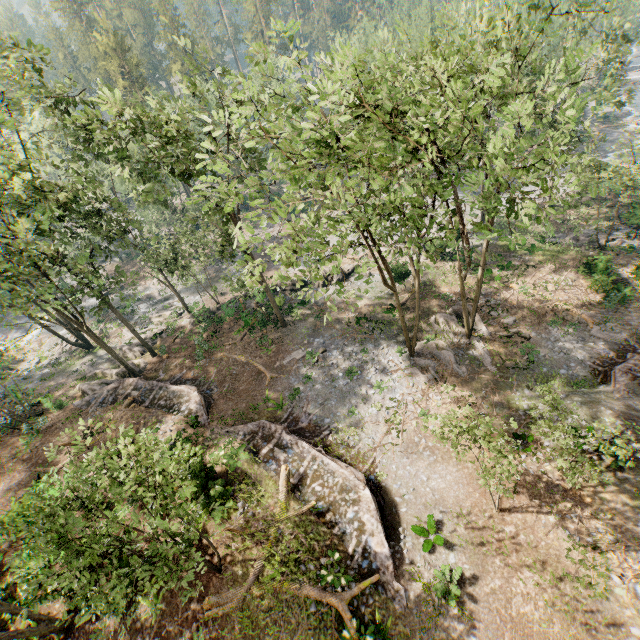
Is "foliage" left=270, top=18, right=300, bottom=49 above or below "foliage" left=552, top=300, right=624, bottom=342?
above

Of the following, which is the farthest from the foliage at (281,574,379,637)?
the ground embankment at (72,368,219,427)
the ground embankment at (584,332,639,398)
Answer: the ground embankment at (584,332,639,398)

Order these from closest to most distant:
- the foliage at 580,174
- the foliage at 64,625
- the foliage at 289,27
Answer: the foliage at 64,625 → the foliage at 580,174 → the foliage at 289,27

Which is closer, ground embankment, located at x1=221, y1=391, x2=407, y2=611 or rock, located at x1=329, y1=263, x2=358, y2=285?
ground embankment, located at x1=221, y1=391, x2=407, y2=611

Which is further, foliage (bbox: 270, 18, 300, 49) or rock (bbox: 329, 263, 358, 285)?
rock (bbox: 329, 263, 358, 285)

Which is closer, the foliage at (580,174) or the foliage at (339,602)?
the foliage at (580,174)

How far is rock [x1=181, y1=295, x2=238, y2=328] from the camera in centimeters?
3122cm

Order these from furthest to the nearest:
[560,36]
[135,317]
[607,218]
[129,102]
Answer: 1. [129,102]
2. [135,317]
3. [560,36]
4. [607,218]
